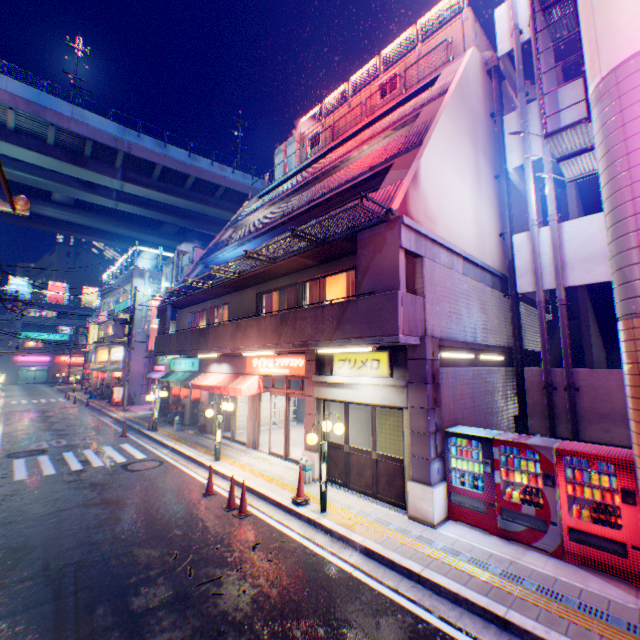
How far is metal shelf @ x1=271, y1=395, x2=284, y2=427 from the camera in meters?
19.2 m

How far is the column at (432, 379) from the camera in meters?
7.5

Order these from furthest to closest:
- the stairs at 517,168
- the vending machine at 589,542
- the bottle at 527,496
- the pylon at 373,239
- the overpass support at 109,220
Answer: the overpass support at 109,220 < the stairs at 517,168 < the pylon at 373,239 < the bottle at 527,496 < the vending machine at 589,542

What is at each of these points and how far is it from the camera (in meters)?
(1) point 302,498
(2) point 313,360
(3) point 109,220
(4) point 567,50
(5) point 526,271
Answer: (1) road cone, 8.47
(2) column, 10.80
(3) overpass support, 48.41
(4) stairs, 12.60
(5) stairs, 10.84

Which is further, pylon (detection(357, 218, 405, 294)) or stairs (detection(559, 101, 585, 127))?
stairs (detection(559, 101, 585, 127))

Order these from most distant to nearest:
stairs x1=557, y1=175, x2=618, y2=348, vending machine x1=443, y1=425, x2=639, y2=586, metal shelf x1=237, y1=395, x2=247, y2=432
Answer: metal shelf x1=237, y1=395, x2=247, y2=432 < stairs x1=557, y1=175, x2=618, y2=348 < vending machine x1=443, y1=425, x2=639, y2=586

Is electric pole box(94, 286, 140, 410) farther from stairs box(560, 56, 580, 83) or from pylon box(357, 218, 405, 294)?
stairs box(560, 56, 580, 83)

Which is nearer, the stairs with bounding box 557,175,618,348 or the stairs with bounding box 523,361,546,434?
the stairs with bounding box 557,175,618,348
